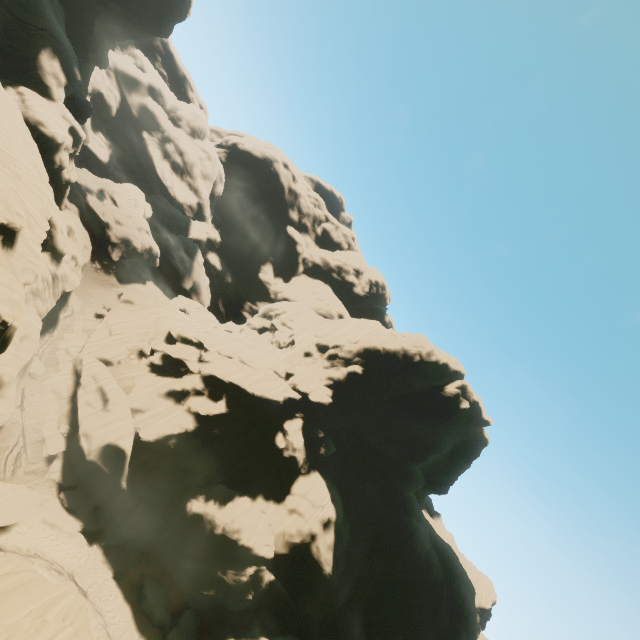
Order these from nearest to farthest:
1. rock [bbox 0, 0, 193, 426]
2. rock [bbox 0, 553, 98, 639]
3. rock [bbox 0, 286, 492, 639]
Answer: rock [bbox 0, 553, 98, 639], rock [bbox 0, 0, 193, 426], rock [bbox 0, 286, 492, 639]

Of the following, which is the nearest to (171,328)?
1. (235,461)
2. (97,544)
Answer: (235,461)

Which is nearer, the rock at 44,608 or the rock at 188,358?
the rock at 44,608

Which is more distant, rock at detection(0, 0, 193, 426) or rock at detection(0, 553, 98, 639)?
rock at detection(0, 0, 193, 426)
